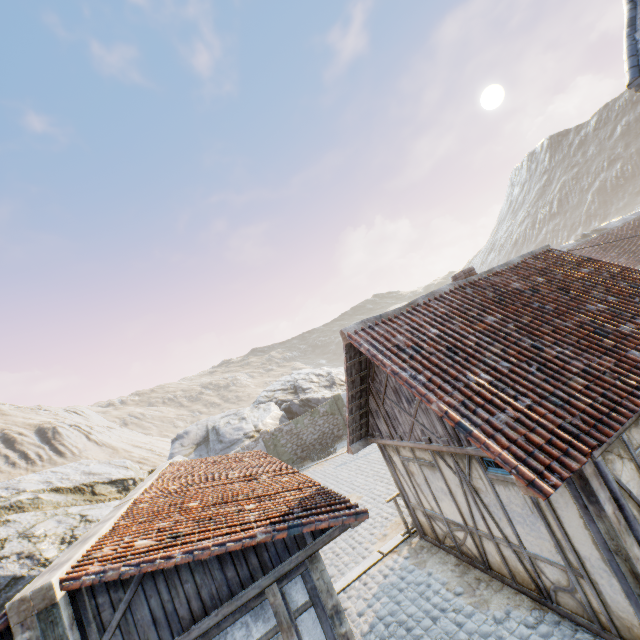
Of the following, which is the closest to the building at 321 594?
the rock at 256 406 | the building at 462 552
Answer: the rock at 256 406

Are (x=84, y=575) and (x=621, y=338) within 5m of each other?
no

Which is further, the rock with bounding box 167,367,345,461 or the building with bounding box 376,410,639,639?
the rock with bounding box 167,367,345,461

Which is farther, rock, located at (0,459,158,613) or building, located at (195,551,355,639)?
rock, located at (0,459,158,613)

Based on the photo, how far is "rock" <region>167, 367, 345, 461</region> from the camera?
24.4m

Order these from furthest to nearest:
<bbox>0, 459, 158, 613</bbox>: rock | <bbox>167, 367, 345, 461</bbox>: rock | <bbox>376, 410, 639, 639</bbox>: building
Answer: <bbox>167, 367, 345, 461</bbox>: rock, <bbox>0, 459, 158, 613</bbox>: rock, <bbox>376, 410, 639, 639</bbox>: building

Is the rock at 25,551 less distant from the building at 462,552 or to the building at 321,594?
the building at 321,594
